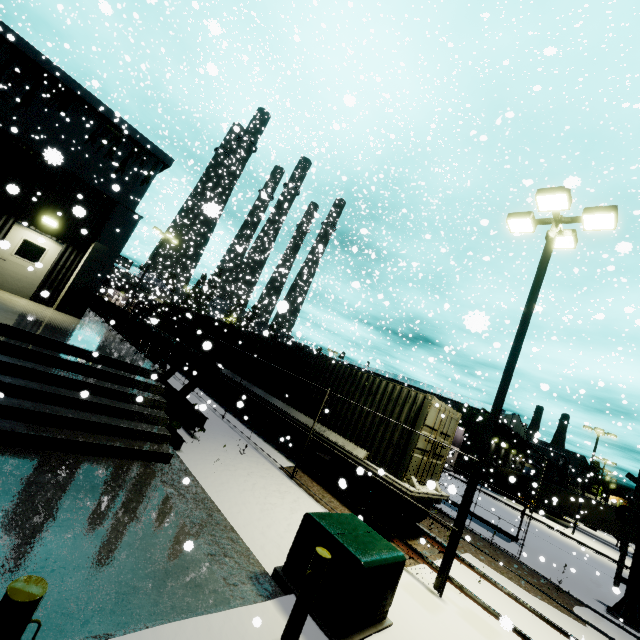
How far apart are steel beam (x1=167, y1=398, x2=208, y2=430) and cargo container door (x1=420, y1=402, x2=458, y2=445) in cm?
629

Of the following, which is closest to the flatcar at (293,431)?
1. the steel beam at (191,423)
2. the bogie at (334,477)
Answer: the bogie at (334,477)

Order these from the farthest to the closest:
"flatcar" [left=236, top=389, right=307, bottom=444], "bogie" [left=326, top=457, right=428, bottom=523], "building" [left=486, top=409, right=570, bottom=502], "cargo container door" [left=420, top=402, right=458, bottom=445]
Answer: "building" [left=486, top=409, right=570, bottom=502] → "flatcar" [left=236, top=389, right=307, bottom=444] → "cargo container door" [left=420, top=402, right=458, bottom=445] → "bogie" [left=326, top=457, right=428, bottom=523]

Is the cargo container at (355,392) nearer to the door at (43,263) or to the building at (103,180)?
the building at (103,180)

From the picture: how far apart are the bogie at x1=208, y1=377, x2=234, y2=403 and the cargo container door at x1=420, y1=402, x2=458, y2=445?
9.4m

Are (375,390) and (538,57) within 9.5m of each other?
Result: no

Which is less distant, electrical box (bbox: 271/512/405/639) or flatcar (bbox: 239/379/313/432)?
electrical box (bbox: 271/512/405/639)

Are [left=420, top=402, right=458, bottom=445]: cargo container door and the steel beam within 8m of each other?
yes
